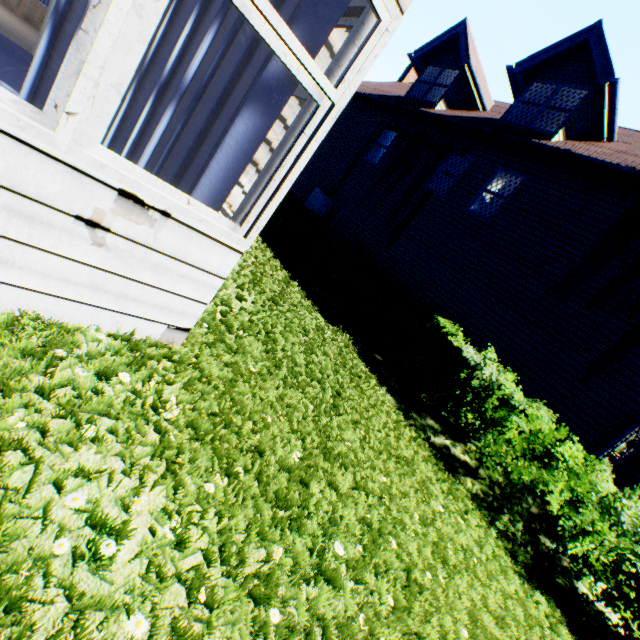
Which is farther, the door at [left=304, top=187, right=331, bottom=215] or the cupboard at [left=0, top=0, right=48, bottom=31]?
the door at [left=304, top=187, right=331, bottom=215]

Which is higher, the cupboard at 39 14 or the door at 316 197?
the door at 316 197

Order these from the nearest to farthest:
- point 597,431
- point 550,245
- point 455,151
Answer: point 597,431, point 550,245, point 455,151

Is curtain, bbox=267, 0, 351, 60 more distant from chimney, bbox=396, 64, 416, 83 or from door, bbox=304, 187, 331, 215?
chimney, bbox=396, 64, 416, 83

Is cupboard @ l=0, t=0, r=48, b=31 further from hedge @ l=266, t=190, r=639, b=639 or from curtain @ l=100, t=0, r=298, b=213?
curtain @ l=100, t=0, r=298, b=213

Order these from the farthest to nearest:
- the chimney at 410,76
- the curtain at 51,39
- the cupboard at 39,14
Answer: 1. the chimney at 410,76
2. the cupboard at 39,14
3. the curtain at 51,39

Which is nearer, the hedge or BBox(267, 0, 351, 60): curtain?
BBox(267, 0, 351, 60): curtain

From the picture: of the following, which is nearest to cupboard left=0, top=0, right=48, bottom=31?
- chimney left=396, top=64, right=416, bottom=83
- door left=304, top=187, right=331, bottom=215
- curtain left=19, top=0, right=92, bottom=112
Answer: door left=304, top=187, right=331, bottom=215
